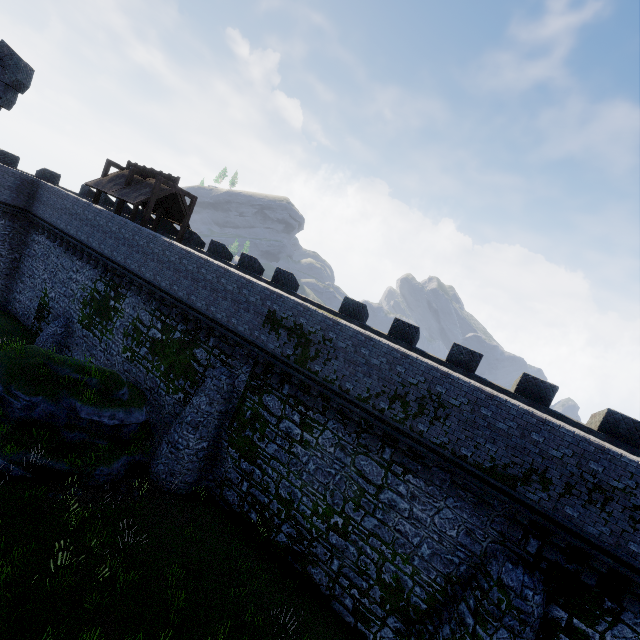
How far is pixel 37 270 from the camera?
24.8m
